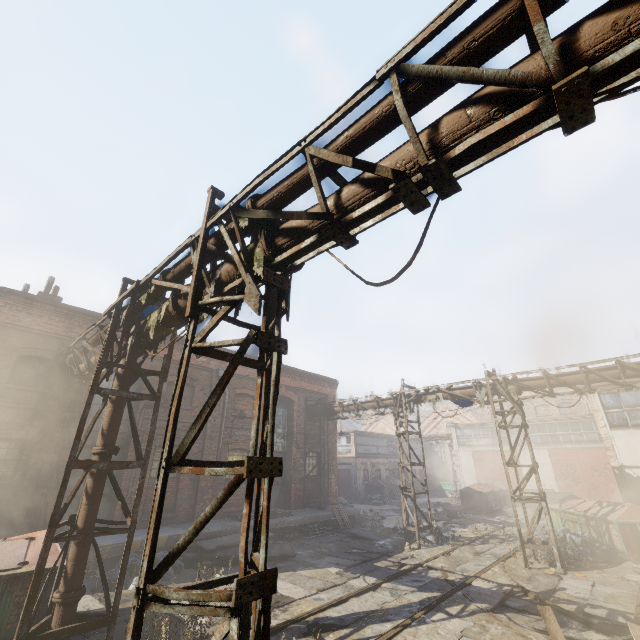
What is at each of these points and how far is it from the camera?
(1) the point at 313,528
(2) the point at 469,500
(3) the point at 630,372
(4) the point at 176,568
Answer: (1) pallet, 15.62m
(2) trash container, 24.27m
(3) pipe, 10.59m
(4) trash bag, 10.21m

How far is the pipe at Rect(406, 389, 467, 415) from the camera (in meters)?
14.22

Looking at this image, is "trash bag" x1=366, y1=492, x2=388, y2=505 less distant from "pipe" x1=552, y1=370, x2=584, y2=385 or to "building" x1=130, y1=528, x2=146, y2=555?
"building" x1=130, y1=528, x2=146, y2=555

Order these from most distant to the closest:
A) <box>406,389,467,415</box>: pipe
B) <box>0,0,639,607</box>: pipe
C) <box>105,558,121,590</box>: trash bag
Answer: <box>406,389,467,415</box>: pipe → <box>105,558,121,590</box>: trash bag → <box>0,0,639,607</box>: pipe

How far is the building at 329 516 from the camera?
14.5m

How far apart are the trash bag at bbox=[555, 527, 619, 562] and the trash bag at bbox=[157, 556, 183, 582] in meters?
13.6

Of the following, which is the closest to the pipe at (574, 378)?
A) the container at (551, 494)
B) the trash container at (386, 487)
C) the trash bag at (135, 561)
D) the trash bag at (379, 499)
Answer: the trash bag at (135, 561)
